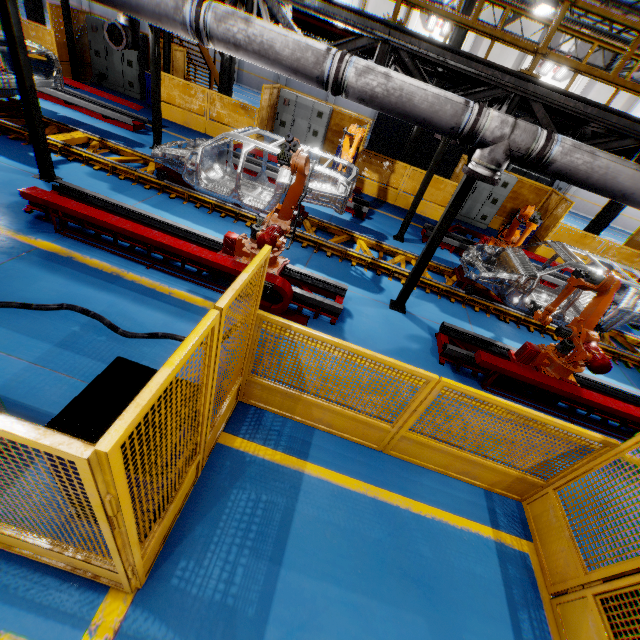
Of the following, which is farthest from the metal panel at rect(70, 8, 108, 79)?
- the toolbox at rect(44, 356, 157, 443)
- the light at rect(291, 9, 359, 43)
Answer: the light at rect(291, 9, 359, 43)

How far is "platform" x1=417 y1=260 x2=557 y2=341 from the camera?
7.9m

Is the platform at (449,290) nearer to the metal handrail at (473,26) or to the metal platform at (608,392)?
the metal platform at (608,392)

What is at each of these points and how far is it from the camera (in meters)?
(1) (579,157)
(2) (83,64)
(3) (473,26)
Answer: (1) vent pipe, 4.36
(2) metal panel, 13.34
(3) metal handrail, 4.25

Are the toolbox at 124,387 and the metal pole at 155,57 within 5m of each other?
no

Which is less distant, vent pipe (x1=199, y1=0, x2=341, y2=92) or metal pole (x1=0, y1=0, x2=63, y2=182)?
vent pipe (x1=199, y1=0, x2=341, y2=92)

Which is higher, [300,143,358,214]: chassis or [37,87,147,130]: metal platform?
[300,143,358,214]: chassis

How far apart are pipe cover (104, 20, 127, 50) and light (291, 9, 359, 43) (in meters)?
5.49
